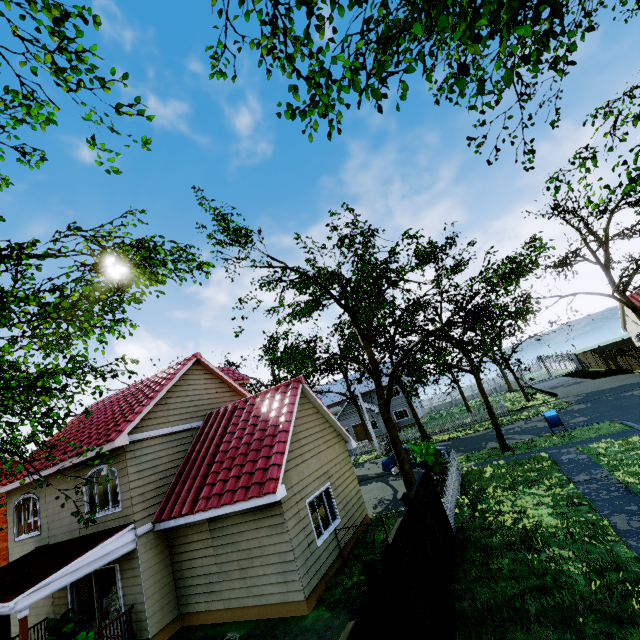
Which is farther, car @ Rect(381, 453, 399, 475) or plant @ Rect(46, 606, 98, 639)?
car @ Rect(381, 453, 399, 475)

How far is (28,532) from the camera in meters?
14.1 m

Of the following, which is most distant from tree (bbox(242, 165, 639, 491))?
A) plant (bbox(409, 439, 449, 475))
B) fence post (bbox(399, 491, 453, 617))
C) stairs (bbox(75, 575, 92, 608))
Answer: fence post (bbox(399, 491, 453, 617))

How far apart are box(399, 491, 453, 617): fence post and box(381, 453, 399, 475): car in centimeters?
1404cm

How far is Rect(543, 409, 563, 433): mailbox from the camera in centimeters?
1830cm

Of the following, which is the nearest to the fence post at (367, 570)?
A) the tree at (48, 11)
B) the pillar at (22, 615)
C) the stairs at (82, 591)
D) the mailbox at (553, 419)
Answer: the tree at (48, 11)

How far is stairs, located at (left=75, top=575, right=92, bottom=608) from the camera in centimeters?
1234cm

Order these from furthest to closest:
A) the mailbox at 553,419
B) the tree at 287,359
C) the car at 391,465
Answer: the car at 391,465 → the mailbox at 553,419 → the tree at 287,359
